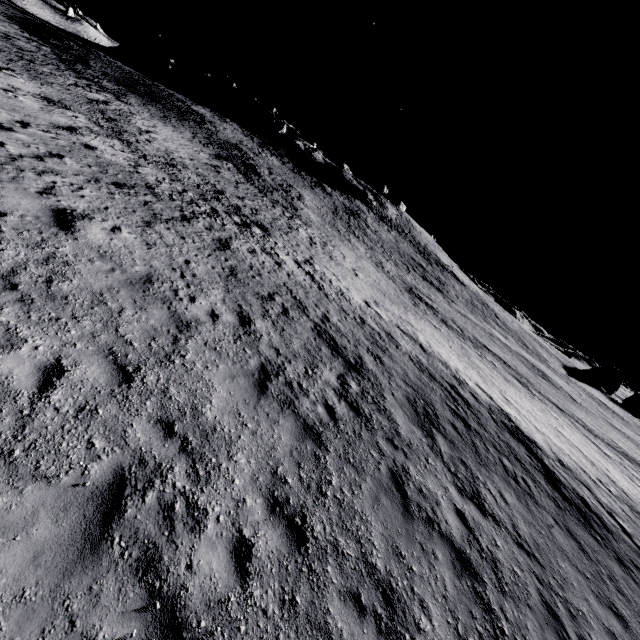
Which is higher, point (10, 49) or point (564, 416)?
point (10, 49)
